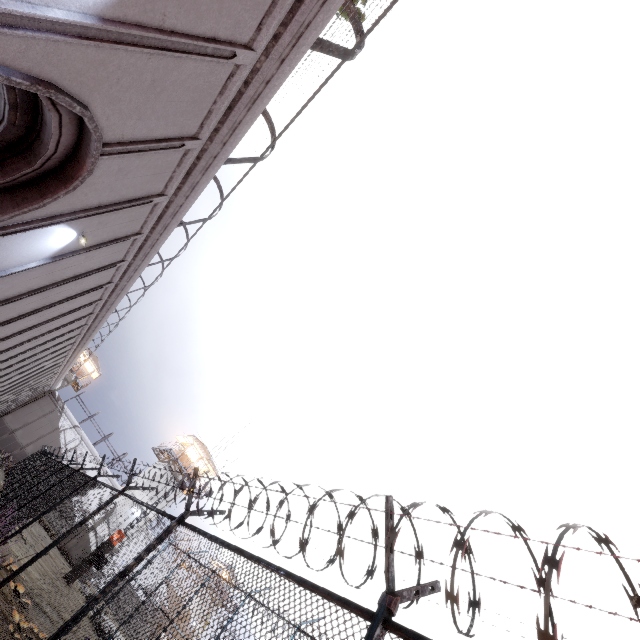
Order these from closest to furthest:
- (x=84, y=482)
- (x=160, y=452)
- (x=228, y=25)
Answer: (x=228, y=25) < (x=84, y=482) < (x=160, y=452)

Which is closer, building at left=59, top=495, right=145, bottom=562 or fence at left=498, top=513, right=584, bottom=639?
fence at left=498, top=513, right=584, bottom=639

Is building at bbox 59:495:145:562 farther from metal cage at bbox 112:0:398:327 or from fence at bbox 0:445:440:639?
metal cage at bbox 112:0:398:327

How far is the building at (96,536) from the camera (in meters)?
30.19

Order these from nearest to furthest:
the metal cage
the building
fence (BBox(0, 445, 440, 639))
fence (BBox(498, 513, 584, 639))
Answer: fence (BBox(498, 513, 584, 639)) → fence (BBox(0, 445, 440, 639)) → the metal cage → the building

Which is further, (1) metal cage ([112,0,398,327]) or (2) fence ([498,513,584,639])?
(1) metal cage ([112,0,398,327])

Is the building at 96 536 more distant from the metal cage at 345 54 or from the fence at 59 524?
the metal cage at 345 54

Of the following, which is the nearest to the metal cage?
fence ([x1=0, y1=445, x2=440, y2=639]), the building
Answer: fence ([x1=0, y1=445, x2=440, y2=639])
